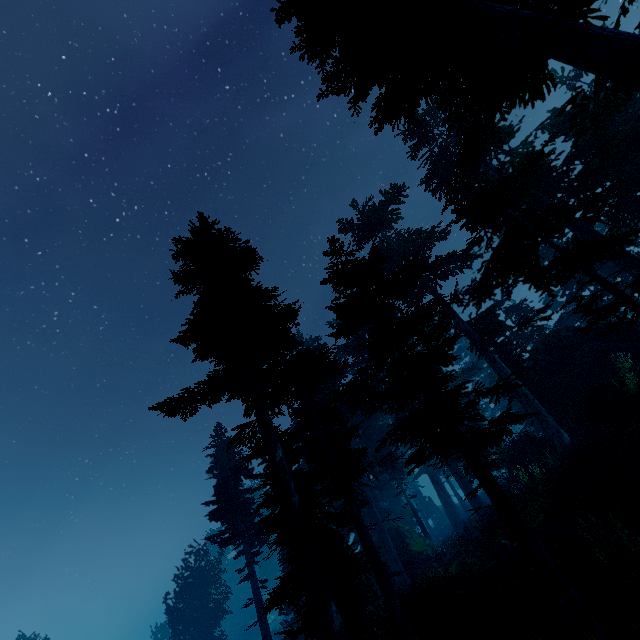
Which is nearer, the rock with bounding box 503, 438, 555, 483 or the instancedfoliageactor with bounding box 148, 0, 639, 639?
the instancedfoliageactor with bounding box 148, 0, 639, 639

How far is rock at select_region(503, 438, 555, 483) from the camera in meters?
18.5 m

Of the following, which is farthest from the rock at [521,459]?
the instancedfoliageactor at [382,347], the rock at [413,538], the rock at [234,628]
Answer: the rock at [234,628]

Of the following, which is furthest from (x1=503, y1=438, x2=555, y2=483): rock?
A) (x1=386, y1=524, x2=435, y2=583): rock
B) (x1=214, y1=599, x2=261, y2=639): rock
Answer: (x1=214, y1=599, x2=261, y2=639): rock

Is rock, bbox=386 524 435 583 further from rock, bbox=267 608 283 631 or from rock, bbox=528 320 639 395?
rock, bbox=267 608 283 631

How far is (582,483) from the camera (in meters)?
10.80

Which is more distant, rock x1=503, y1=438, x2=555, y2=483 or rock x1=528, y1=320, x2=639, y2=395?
rock x1=503, y1=438, x2=555, y2=483

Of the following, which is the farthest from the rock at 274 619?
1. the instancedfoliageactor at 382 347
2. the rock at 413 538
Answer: the rock at 413 538
